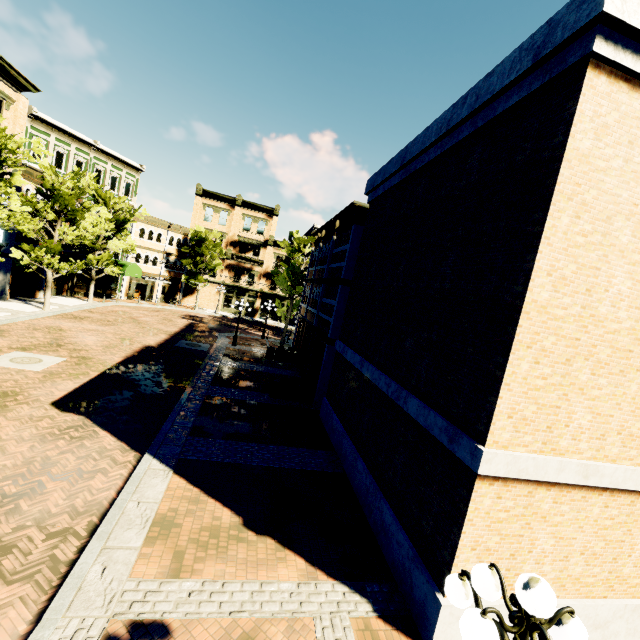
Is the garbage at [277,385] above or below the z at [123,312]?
above

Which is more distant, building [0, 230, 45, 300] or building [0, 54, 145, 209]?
building [0, 230, 45, 300]

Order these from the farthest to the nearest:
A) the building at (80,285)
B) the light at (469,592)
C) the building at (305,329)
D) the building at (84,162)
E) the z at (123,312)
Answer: the building at (80,285)
the z at (123,312)
the building at (84,162)
the building at (305,329)
the light at (469,592)

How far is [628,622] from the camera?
6.1m

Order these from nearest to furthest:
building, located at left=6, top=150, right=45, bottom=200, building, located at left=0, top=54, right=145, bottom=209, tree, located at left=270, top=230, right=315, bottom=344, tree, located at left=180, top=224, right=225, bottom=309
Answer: building, located at left=0, top=54, right=145, bottom=209 < building, located at left=6, top=150, right=45, bottom=200 < tree, located at left=270, top=230, right=315, bottom=344 < tree, located at left=180, top=224, right=225, bottom=309

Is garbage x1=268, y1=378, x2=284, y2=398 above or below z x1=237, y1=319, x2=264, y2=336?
above

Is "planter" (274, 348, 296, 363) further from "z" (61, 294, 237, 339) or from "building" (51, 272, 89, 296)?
"building" (51, 272, 89, 296)
